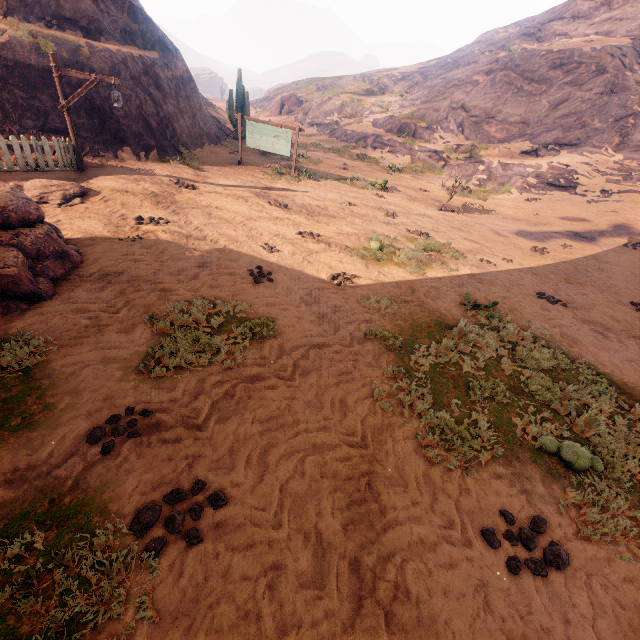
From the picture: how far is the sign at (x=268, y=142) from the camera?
15.12m

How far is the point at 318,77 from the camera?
52.75m

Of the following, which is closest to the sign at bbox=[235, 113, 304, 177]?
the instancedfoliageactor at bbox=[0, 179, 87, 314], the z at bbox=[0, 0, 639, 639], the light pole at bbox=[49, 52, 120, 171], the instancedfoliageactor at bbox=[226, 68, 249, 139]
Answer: the z at bbox=[0, 0, 639, 639]

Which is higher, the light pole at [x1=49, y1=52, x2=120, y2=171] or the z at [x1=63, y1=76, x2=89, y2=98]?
the light pole at [x1=49, y1=52, x2=120, y2=171]

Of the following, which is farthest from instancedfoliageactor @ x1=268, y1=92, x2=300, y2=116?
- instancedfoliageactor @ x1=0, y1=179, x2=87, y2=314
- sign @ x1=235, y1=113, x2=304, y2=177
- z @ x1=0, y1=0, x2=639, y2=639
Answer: instancedfoliageactor @ x1=0, y1=179, x2=87, y2=314

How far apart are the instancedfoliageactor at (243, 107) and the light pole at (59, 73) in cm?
1346

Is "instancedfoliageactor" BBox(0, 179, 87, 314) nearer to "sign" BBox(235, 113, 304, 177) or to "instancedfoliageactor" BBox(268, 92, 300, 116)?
"sign" BBox(235, 113, 304, 177)

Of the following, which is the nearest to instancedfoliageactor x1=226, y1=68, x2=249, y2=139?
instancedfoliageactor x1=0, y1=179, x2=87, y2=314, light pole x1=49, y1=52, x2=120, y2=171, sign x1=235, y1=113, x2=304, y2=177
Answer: sign x1=235, y1=113, x2=304, y2=177
